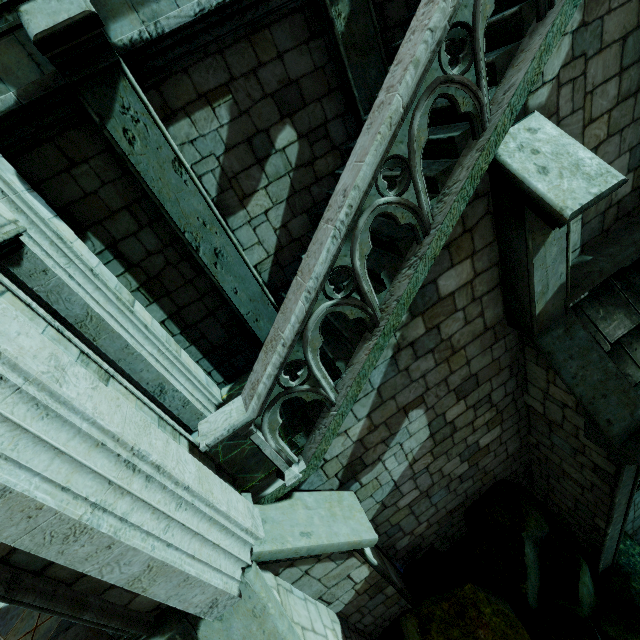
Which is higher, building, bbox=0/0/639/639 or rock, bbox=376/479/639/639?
building, bbox=0/0/639/639

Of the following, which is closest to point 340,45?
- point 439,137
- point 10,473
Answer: point 439,137

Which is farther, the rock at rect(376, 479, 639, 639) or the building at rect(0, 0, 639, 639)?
the rock at rect(376, 479, 639, 639)

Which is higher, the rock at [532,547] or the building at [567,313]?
the building at [567,313]

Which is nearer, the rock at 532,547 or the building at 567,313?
the building at 567,313
